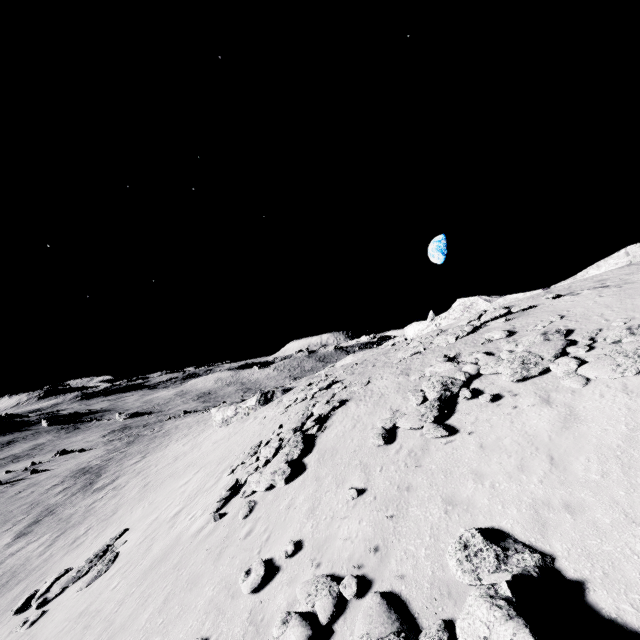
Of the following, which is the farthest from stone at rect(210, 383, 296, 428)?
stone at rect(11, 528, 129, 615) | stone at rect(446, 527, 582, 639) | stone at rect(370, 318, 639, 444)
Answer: stone at rect(446, 527, 582, 639)

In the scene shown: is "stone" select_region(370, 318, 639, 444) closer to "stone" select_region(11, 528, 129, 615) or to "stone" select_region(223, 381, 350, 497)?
"stone" select_region(223, 381, 350, 497)

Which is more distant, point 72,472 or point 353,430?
point 72,472

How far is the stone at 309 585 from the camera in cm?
765

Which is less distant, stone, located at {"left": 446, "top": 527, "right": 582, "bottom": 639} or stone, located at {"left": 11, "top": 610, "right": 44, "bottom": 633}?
stone, located at {"left": 446, "top": 527, "right": 582, "bottom": 639}

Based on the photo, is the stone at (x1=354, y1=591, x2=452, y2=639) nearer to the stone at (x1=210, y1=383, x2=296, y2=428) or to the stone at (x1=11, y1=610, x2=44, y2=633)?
the stone at (x1=11, y1=610, x2=44, y2=633)

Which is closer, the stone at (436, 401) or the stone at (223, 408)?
the stone at (436, 401)
